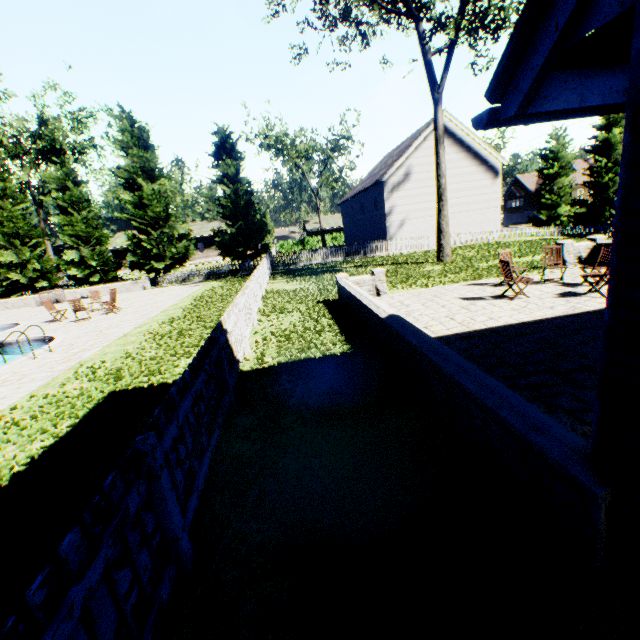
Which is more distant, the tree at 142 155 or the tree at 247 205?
the tree at 247 205

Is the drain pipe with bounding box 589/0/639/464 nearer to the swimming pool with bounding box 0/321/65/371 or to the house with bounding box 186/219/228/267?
the swimming pool with bounding box 0/321/65/371

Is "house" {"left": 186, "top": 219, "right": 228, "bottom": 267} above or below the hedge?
above

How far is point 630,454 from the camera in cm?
186

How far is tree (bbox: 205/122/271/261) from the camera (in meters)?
26.67

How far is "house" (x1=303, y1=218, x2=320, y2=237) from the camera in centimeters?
5512cm

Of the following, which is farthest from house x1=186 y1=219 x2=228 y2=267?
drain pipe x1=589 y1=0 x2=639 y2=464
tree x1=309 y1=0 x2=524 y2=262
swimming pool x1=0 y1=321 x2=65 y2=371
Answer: drain pipe x1=589 y1=0 x2=639 y2=464

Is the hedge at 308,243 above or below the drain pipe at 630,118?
below
